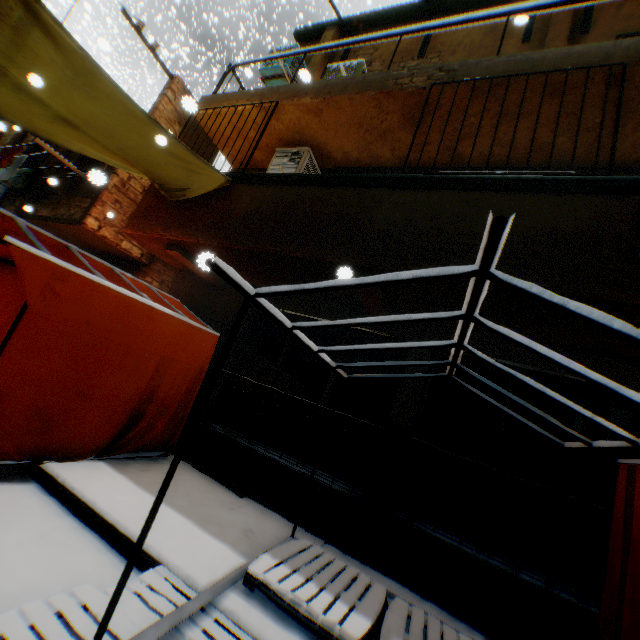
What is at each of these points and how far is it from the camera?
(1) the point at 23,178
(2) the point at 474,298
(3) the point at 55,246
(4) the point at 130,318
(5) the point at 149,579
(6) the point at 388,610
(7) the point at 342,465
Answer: (1) dryer, 9.0m
(2) metal tent frame, 1.9m
(3) tent, 4.2m
(4) tent, 4.2m
(5) wooden pallet, 2.5m
(6) wooden pallet, 2.8m
(7) building, 4.8m

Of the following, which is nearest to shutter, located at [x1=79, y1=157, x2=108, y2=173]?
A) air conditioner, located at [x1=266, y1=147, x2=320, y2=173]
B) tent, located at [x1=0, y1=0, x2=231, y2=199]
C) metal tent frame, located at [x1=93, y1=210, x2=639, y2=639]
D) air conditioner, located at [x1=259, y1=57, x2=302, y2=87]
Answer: tent, located at [x1=0, y1=0, x2=231, y2=199]

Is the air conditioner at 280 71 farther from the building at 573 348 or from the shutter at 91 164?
the shutter at 91 164

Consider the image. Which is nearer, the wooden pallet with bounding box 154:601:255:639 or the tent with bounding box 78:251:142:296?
the wooden pallet with bounding box 154:601:255:639

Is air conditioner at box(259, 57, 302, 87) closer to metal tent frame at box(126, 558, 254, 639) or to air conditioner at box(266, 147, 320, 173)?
air conditioner at box(266, 147, 320, 173)

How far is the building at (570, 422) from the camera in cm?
391

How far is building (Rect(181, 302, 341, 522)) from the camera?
4.9m

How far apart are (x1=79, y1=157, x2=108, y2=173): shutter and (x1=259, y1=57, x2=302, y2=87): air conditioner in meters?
4.0
